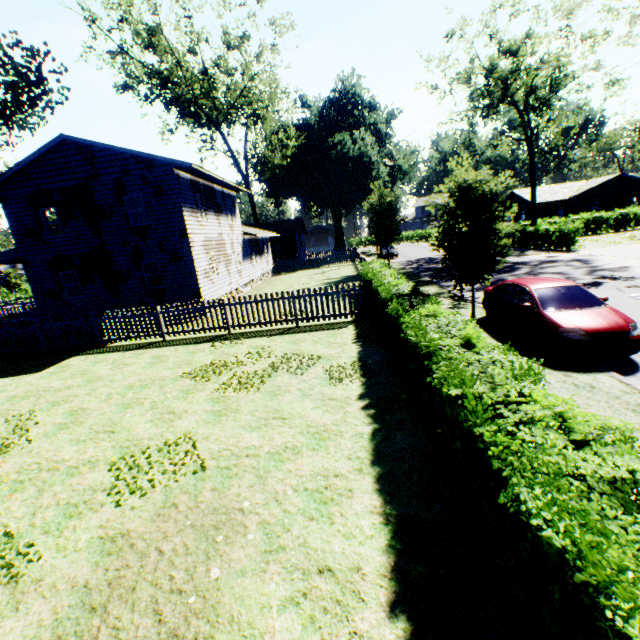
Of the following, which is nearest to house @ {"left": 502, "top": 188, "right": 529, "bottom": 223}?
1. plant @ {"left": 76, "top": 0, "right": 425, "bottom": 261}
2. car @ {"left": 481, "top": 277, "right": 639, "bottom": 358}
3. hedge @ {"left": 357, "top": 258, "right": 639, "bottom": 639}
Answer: A: plant @ {"left": 76, "top": 0, "right": 425, "bottom": 261}

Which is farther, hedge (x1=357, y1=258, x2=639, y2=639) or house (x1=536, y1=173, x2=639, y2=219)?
house (x1=536, y1=173, x2=639, y2=219)

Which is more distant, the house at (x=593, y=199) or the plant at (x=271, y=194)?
the house at (x=593, y=199)

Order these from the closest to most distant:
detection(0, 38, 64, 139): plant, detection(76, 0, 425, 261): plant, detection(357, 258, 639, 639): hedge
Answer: detection(357, 258, 639, 639): hedge, detection(0, 38, 64, 139): plant, detection(76, 0, 425, 261): plant

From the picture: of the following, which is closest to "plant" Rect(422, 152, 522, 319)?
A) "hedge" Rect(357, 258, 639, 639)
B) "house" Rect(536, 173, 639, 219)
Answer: "hedge" Rect(357, 258, 639, 639)

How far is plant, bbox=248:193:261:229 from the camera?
39.6m

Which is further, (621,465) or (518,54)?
(518,54)

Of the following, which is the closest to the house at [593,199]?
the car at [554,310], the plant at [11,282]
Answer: the car at [554,310]
